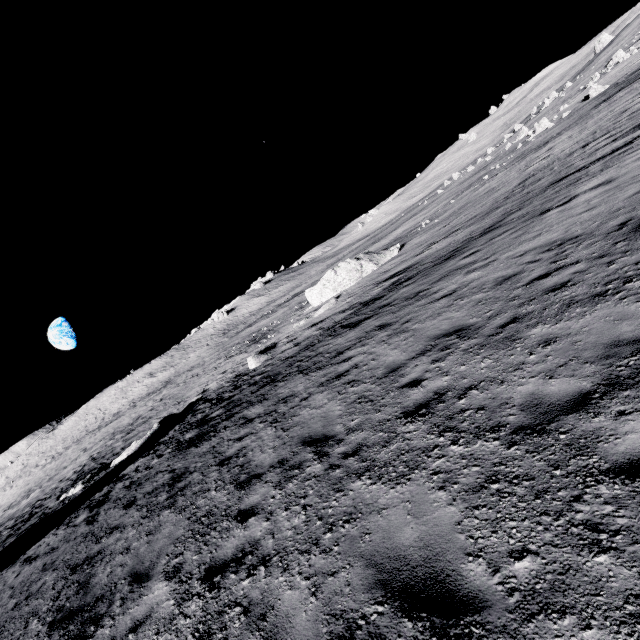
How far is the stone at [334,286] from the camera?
27.75m

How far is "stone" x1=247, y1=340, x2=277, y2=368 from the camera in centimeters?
2103cm

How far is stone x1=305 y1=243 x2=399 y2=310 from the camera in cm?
2775

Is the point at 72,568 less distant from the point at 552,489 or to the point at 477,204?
the point at 552,489

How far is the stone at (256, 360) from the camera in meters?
21.0 m

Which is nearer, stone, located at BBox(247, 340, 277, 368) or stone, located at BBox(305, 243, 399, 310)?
stone, located at BBox(247, 340, 277, 368)
